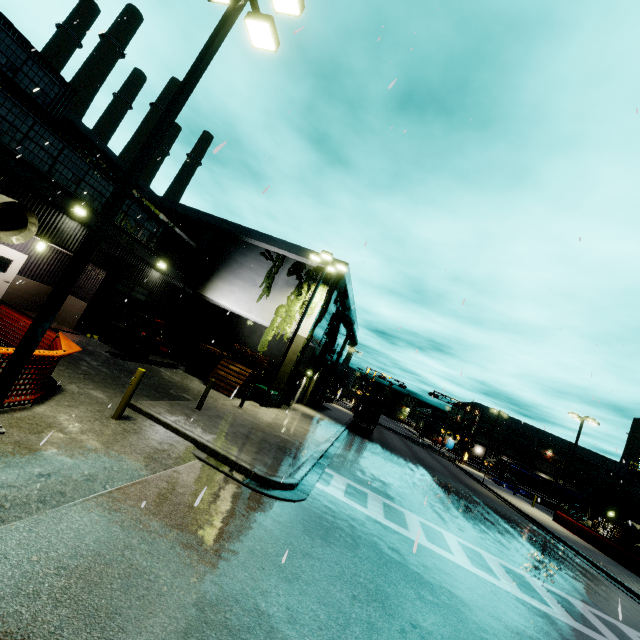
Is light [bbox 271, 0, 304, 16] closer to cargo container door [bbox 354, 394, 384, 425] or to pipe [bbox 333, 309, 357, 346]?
pipe [bbox 333, 309, 357, 346]

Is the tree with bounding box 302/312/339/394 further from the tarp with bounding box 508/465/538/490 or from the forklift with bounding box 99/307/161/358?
the forklift with bounding box 99/307/161/358

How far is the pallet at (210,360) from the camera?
18.3m

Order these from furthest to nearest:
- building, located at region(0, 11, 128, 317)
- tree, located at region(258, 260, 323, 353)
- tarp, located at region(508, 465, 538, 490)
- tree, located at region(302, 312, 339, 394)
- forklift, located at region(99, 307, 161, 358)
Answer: tarp, located at region(508, 465, 538, 490)
tree, located at region(302, 312, 339, 394)
tree, located at region(258, 260, 323, 353)
forklift, located at region(99, 307, 161, 358)
building, located at region(0, 11, 128, 317)

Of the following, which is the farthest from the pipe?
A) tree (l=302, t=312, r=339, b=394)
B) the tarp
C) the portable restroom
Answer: the portable restroom

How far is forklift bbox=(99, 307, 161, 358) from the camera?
16.61m

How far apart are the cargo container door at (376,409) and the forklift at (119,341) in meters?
18.2 m

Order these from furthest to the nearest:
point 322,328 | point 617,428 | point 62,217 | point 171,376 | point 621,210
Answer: point 322,328, point 171,376, point 62,217, point 617,428, point 621,210
